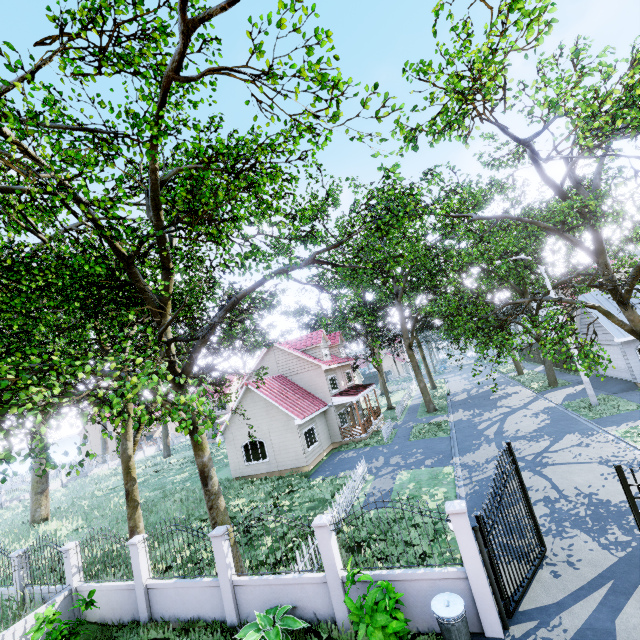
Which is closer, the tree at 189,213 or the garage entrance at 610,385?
the tree at 189,213

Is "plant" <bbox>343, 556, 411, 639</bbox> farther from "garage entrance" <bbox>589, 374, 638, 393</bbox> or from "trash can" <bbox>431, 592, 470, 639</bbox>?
"garage entrance" <bbox>589, 374, 638, 393</bbox>

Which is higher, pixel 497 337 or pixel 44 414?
pixel 44 414

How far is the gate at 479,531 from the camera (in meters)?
6.92

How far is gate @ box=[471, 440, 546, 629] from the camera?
6.9m

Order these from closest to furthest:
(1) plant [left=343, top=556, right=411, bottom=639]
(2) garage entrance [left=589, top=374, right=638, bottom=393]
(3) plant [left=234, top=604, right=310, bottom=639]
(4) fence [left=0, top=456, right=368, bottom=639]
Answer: (1) plant [left=343, top=556, right=411, bottom=639]
(3) plant [left=234, top=604, right=310, bottom=639]
(4) fence [left=0, top=456, right=368, bottom=639]
(2) garage entrance [left=589, top=374, right=638, bottom=393]

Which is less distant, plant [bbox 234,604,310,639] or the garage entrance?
plant [bbox 234,604,310,639]

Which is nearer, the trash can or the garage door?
the trash can
